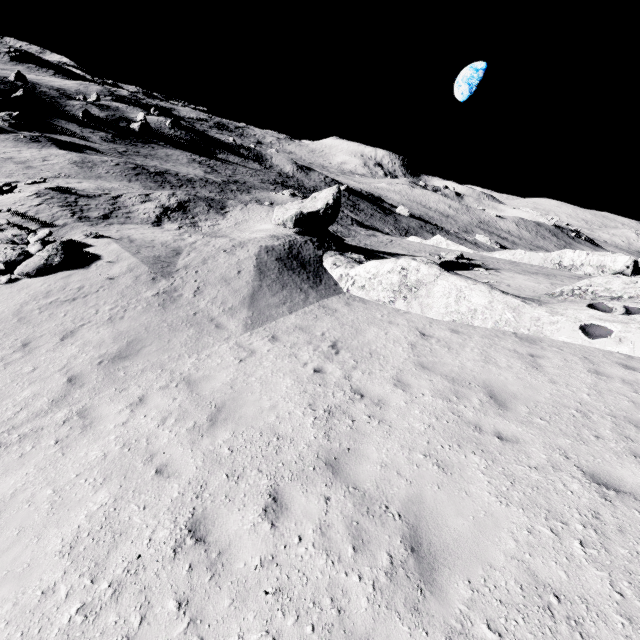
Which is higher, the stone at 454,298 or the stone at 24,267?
the stone at 454,298

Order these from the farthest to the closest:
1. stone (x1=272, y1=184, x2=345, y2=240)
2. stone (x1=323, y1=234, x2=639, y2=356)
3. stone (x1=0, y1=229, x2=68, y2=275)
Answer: stone (x1=272, y1=184, x2=345, y2=240), stone (x1=0, y1=229, x2=68, y2=275), stone (x1=323, y1=234, x2=639, y2=356)

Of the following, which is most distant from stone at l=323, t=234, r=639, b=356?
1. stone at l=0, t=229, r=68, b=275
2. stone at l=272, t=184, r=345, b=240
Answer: stone at l=0, t=229, r=68, b=275

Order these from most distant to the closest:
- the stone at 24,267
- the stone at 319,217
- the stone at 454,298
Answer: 1. the stone at 319,217
2. the stone at 24,267
3. the stone at 454,298

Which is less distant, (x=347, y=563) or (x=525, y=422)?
(x=347, y=563)

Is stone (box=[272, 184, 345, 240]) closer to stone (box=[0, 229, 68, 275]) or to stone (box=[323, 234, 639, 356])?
stone (box=[323, 234, 639, 356])
